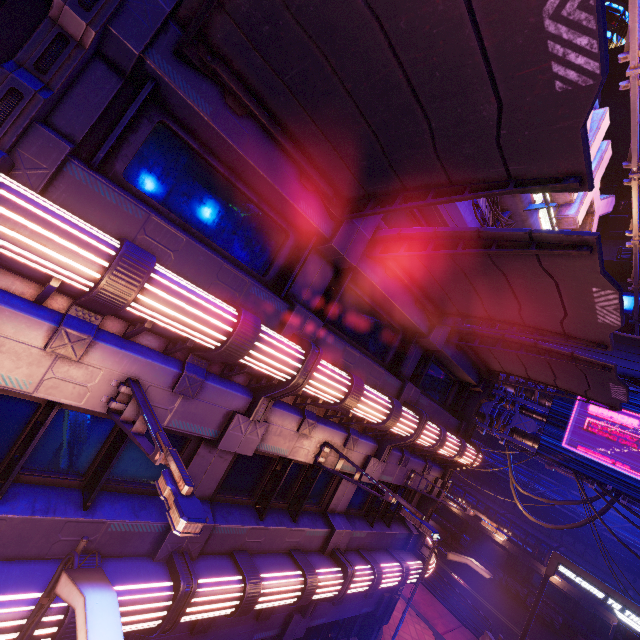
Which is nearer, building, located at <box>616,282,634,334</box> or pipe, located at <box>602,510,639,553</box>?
pipe, located at <box>602,510,639,553</box>

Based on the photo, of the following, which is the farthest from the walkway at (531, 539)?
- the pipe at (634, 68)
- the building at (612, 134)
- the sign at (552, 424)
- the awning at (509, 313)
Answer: the awning at (509, 313)

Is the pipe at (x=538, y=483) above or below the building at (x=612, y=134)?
below

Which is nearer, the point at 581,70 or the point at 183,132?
the point at 581,70

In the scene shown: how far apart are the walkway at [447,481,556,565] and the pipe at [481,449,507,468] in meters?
2.8 m

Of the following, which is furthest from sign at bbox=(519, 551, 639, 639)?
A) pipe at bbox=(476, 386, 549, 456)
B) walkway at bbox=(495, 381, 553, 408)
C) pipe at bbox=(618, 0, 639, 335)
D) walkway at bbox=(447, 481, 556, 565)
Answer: walkway at bbox=(447, 481, 556, 565)

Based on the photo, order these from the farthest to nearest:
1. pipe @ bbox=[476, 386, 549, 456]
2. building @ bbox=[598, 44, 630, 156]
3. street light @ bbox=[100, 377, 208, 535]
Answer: building @ bbox=[598, 44, 630, 156] < pipe @ bbox=[476, 386, 549, 456] < street light @ bbox=[100, 377, 208, 535]
